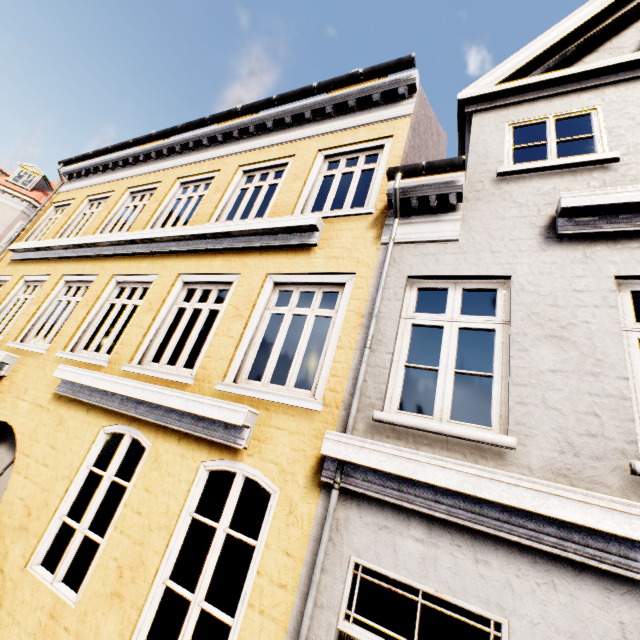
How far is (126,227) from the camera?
8.04m
